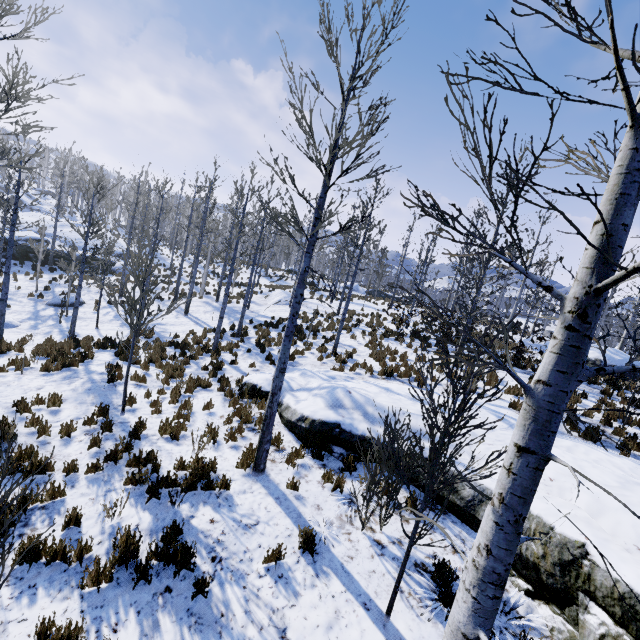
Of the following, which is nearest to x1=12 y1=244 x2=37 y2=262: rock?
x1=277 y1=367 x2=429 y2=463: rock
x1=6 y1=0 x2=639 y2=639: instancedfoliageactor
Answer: x1=6 y1=0 x2=639 y2=639: instancedfoliageactor

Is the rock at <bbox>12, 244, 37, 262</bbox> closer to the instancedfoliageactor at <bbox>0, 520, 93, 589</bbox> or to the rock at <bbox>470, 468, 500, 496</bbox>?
the instancedfoliageactor at <bbox>0, 520, 93, 589</bbox>

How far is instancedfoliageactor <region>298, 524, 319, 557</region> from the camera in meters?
4.8

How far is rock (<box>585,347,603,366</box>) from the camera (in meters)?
14.34

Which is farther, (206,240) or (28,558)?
(206,240)

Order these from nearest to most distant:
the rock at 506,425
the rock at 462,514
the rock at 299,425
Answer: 1. the rock at 462,514
2. the rock at 506,425
3. the rock at 299,425

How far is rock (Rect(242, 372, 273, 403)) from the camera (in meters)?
9.48

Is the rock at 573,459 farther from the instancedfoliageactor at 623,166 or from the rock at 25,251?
the rock at 25,251
